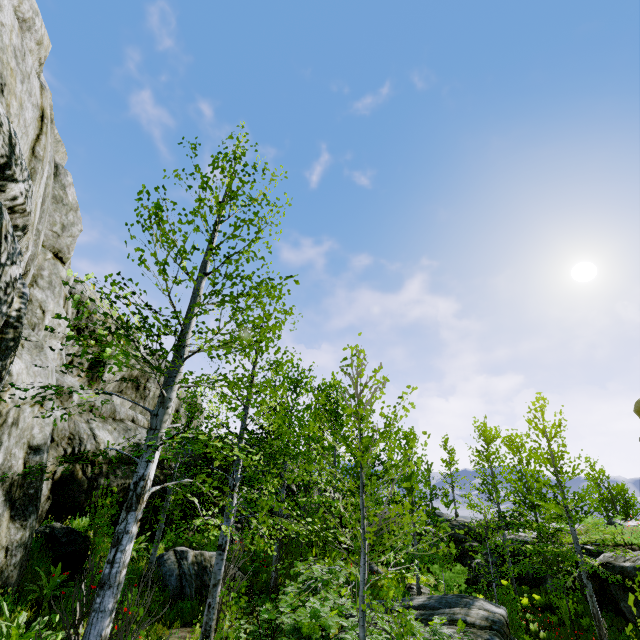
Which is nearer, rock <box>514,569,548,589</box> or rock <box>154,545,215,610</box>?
rock <box>154,545,215,610</box>

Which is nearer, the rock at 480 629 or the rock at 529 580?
the rock at 480 629

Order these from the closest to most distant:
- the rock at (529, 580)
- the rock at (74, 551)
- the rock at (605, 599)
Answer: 1. the rock at (74, 551)
2. the rock at (605, 599)
3. the rock at (529, 580)

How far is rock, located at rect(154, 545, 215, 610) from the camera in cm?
922

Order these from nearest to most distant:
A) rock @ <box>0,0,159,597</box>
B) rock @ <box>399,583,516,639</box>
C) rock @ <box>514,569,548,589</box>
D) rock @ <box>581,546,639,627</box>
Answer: rock @ <box>0,0,159,597</box> → rock @ <box>399,583,516,639</box> → rock @ <box>581,546,639,627</box> → rock @ <box>514,569,548,589</box>

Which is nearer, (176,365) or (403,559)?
(176,365)

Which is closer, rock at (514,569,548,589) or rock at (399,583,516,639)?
rock at (399,583,516,639)
